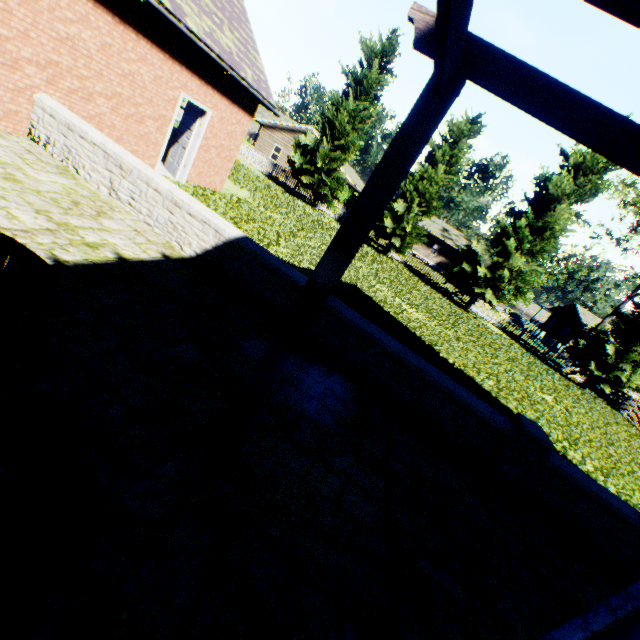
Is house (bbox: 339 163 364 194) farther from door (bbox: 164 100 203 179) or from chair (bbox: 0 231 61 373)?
chair (bbox: 0 231 61 373)

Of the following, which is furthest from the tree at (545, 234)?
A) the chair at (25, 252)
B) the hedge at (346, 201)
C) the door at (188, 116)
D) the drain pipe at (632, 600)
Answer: the chair at (25, 252)

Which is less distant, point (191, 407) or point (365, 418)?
point (191, 407)

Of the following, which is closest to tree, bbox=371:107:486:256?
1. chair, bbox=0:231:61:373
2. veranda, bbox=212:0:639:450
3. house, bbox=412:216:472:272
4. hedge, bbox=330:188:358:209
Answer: hedge, bbox=330:188:358:209

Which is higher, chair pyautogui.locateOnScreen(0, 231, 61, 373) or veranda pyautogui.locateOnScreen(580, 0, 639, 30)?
veranda pyautogui.locateOnScreen(580, 0, 639, 30)

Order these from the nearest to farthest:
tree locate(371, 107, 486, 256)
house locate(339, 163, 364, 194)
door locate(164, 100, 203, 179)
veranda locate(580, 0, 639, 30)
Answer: veranda locate(580, 0, 639, 30)
door locate(164, 100, 203, 179)
tree locate(371, 107, 486, 256)
house locate(339, 163, 364, 194)

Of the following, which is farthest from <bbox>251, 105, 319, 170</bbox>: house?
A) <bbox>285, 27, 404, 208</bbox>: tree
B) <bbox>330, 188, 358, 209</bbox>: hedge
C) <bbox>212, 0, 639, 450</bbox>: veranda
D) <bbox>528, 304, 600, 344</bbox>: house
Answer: <bbox>212, 0, 639, 450</bbox>: veranda

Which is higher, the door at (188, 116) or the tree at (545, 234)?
the tree at (545, 234)
